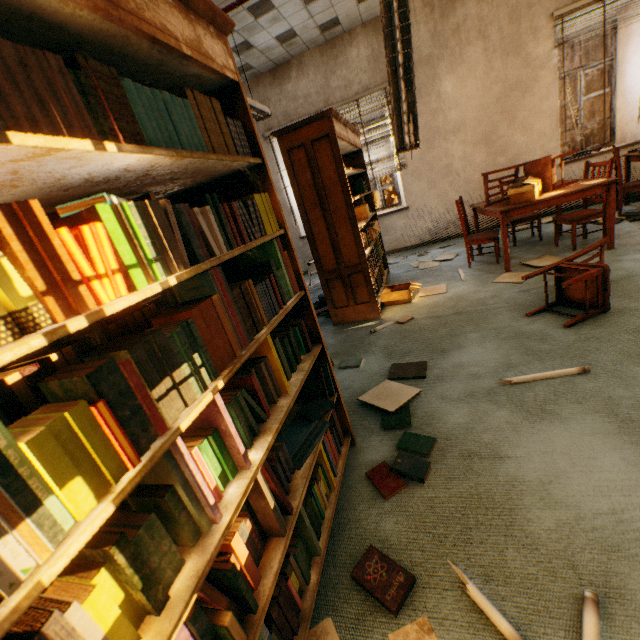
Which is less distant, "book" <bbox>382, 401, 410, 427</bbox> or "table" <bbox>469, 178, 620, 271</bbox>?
"book" <bbox>382, 401, 410, 427</bbox>

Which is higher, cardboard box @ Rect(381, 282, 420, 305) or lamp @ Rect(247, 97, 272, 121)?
lamp @ Rect(247, 97, 272, 121)

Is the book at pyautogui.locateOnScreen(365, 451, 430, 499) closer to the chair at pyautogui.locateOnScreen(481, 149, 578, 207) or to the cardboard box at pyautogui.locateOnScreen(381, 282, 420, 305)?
the cardboard box at pyautogui.locateOnScreen(381, 282, 420, 305)

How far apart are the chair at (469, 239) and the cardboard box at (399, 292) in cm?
104

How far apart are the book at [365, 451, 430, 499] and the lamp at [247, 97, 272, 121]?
3.65m

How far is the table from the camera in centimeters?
350cm

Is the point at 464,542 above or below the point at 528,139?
below

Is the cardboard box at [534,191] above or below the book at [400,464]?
above
